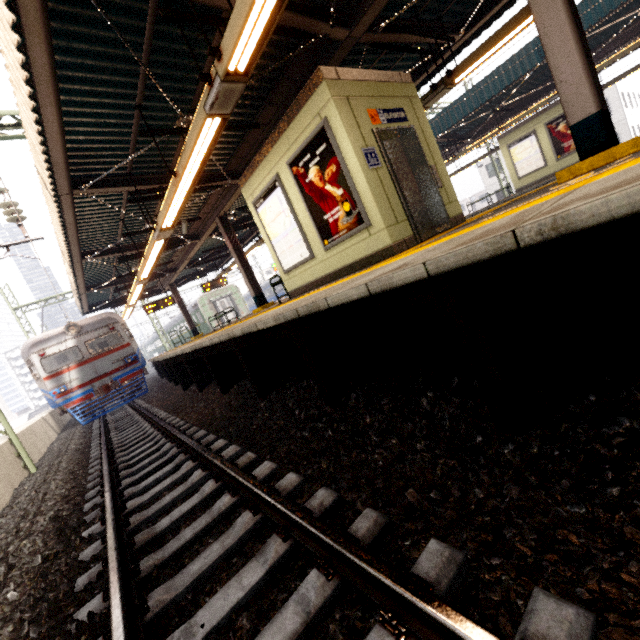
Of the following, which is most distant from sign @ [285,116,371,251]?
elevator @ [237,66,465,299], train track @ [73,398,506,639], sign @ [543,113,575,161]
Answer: sign @ [543,113,575,161]

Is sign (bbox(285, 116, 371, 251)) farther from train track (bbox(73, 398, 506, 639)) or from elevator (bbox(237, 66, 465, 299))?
train track (bbox(73, 398, 506, 639))

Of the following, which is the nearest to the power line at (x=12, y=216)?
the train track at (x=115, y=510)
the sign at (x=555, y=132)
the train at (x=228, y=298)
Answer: the train track at (x=115, y=510)

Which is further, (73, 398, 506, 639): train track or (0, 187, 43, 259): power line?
(0, 187, 43, 259): power line

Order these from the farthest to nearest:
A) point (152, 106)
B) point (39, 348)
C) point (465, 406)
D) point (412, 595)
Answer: point (39, 348) < point (152, 106) < point (465, 406) < point (412, 595)

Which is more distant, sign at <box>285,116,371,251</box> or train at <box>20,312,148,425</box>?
train at <box>20,312,148,425</box>

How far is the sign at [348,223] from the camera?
5.1m

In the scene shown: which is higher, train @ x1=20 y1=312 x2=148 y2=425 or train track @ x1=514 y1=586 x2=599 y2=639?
train @ x1=20 y1=312 x2=148 y2=425
